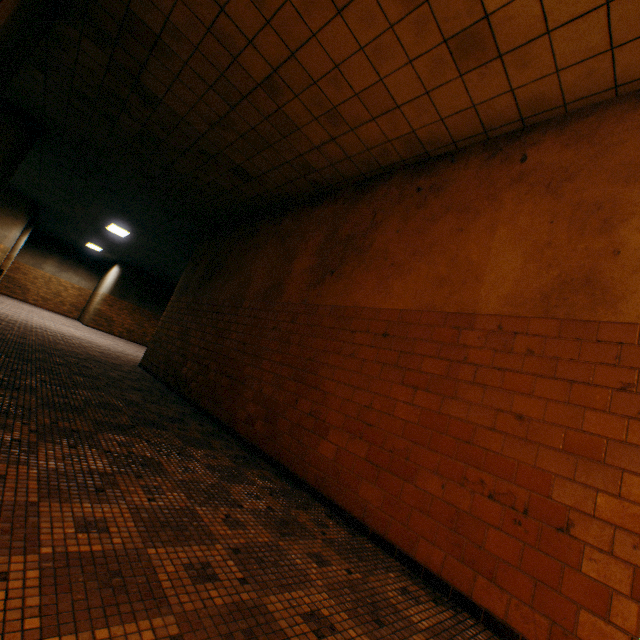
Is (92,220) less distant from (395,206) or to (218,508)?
(395,206)
